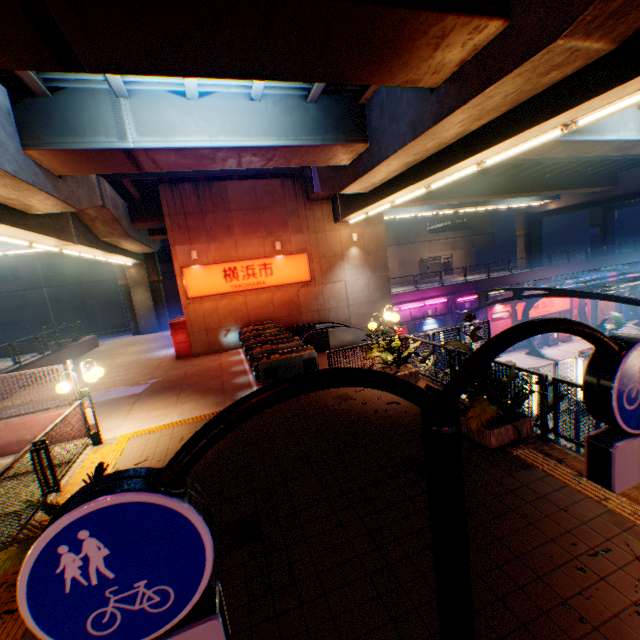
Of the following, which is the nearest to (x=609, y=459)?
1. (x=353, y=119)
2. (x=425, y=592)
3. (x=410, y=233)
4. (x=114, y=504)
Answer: (x=114, y=504)

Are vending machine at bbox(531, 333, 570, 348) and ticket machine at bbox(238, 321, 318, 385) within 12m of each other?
no

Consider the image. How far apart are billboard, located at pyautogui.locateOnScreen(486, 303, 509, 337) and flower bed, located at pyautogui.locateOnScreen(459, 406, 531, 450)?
23.7 meters

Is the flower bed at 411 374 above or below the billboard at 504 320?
above

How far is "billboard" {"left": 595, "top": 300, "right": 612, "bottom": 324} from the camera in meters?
32.6 m

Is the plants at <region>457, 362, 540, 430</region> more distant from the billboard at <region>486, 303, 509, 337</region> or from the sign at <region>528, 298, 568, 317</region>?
the sign at <region>528, 298, 568, 317</region>

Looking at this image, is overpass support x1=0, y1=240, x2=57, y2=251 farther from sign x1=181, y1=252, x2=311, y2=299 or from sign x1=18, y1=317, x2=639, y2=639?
sign x1=18, y1=317, x2=639, y2=639

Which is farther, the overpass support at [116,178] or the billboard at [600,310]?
the billboard at [600,310]
